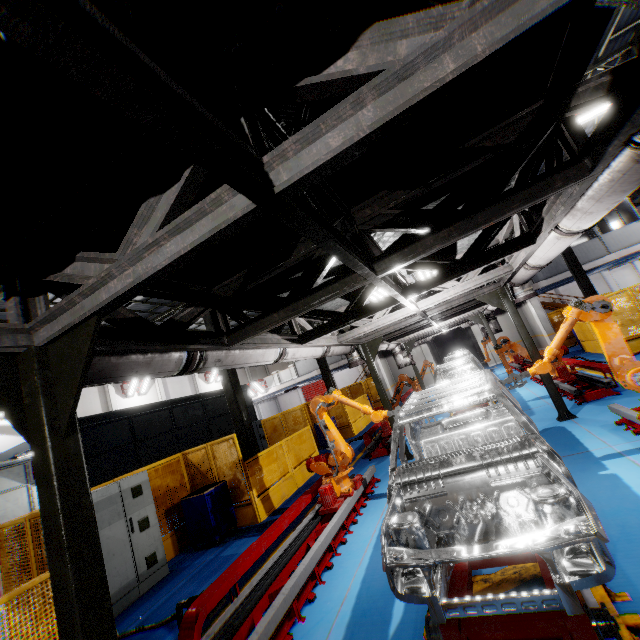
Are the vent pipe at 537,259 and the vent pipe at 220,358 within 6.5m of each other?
yes

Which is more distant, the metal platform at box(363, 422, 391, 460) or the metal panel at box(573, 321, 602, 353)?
the metal panel at box(573, 321, 602, 353)

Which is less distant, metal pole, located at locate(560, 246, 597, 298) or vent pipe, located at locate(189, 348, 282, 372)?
vent pipe, located at locate(189, 348, 282, 372)

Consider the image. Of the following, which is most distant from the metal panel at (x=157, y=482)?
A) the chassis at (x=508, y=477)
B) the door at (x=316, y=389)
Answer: the door at (x=316, y=389)

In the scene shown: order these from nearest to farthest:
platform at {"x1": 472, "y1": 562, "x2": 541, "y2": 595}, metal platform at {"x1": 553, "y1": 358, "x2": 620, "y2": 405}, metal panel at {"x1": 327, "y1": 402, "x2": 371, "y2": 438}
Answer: platform at {"x1": 472, "y1": 562, "x2": 541, "y2": 595}
metal platform at {"x1": 553, "y1": 358, "x2": 620, "y2": 405}
metal panel at {"x1": 327, "y1": 402, "x2": 371, "y2": 438}

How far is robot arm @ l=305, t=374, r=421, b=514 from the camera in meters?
6.3 m

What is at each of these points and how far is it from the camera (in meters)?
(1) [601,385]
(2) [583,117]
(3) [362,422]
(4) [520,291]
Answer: (1) metal platform, 7.94
(2) light, 10.17
(3) metal panel, 16.89
(4) vent pipe, 7.82

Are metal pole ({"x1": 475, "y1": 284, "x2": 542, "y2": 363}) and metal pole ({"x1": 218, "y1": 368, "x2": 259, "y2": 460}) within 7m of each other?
no
